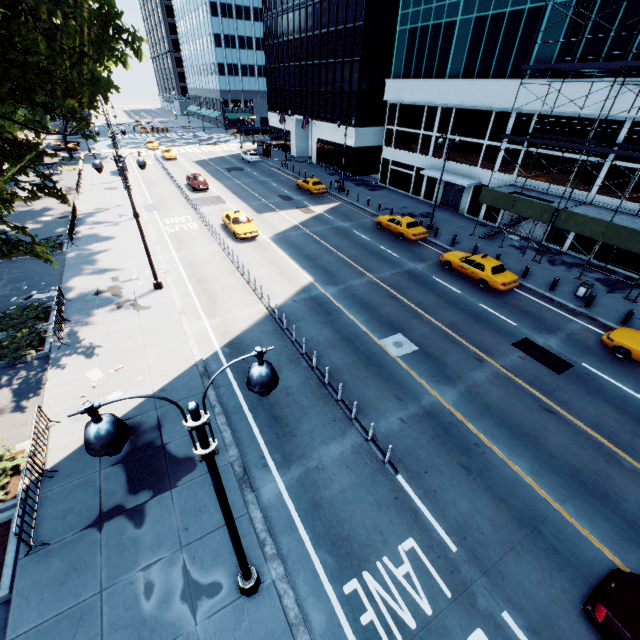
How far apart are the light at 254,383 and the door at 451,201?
33.66m

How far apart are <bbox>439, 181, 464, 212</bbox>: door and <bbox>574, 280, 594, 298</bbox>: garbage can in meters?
16.0 m

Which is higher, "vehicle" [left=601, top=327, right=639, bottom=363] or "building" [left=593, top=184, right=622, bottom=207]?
"building" [left=593, top=184, right=622, bottom=207]

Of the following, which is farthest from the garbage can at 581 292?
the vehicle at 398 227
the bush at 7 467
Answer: the bush at 7 467

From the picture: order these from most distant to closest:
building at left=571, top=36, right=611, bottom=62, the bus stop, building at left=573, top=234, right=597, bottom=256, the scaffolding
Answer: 1. the bus stop
2. building at left=573, top=234, right=597, bottom=256
3. building at left=571, top=36, right=611, bottom=62
4. the scaffolding

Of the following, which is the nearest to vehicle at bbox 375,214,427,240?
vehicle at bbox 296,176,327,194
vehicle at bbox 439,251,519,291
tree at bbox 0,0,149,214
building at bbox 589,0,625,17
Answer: vehicle at bbox 439,251,519,291

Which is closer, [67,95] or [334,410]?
[334,410]

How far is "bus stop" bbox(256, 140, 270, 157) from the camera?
54.04m
